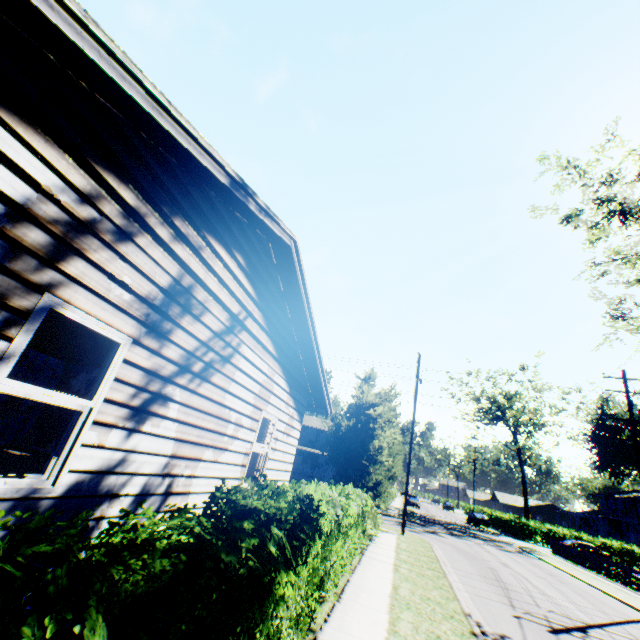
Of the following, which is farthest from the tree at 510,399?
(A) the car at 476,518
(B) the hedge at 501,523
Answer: (A) the car at 476,518

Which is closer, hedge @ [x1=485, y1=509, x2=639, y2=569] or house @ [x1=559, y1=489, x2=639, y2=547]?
hedge @ [x1=485, y1=509, x2=639, y2=569]

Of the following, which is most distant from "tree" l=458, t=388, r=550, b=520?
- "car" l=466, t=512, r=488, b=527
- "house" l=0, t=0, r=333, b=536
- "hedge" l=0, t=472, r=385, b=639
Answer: "house" l=0, t=0, r=333, b=536

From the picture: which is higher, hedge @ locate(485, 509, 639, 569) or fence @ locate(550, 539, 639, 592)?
hedge @ locate(485, 509, 639, 569)

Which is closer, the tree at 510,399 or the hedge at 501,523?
the hedge at 501,523

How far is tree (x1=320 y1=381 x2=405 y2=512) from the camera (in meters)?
13.12

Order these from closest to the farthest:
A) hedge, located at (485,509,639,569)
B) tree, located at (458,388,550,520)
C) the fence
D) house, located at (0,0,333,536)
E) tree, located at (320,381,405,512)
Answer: house, located at (0,0,333,536)
tree, located at (320,381,405,512)
the fence
hedge, located at (485,509,639,569)
tree, located at (458,388,550,520)

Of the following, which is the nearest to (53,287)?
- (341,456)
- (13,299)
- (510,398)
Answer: (13,299)
